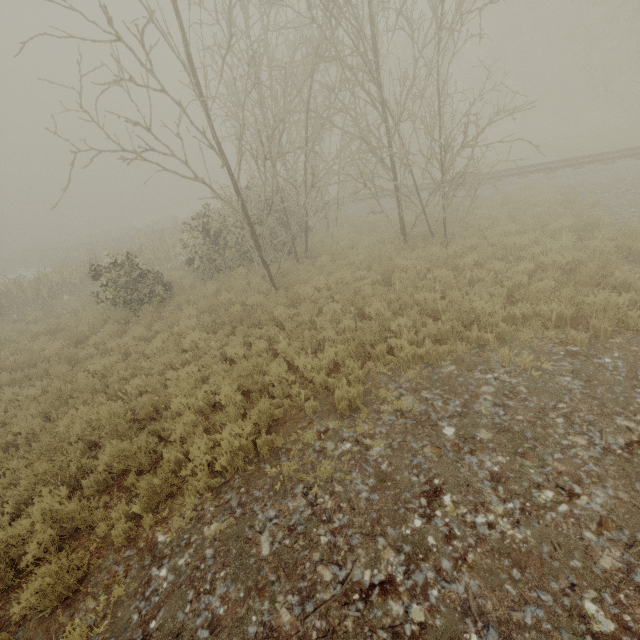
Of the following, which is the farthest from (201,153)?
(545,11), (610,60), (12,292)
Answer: (545,11)
